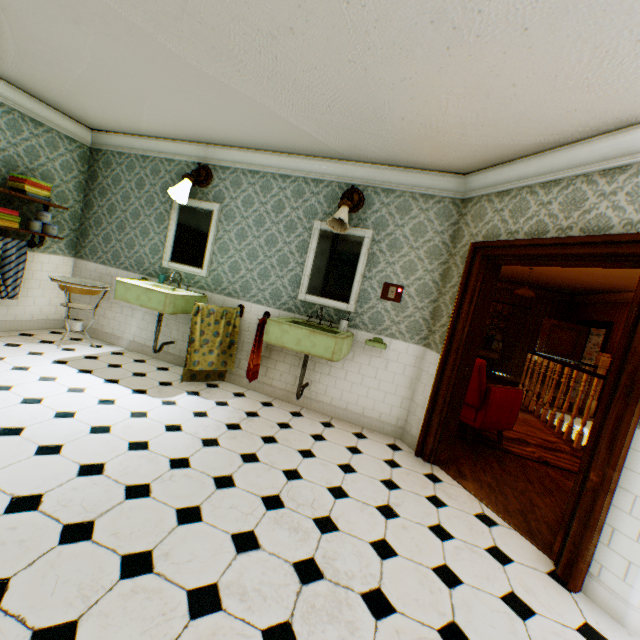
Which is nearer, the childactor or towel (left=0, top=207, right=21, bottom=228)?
towel (left=0, top=207, right=21, bottom=228)

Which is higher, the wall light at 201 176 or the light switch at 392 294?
the wall light at 201 176

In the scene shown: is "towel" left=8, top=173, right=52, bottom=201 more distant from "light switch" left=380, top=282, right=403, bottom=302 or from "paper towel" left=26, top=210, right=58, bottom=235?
"light switch" left=380, top=282, right=403, bottom=302

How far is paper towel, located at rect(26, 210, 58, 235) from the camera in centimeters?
429cm

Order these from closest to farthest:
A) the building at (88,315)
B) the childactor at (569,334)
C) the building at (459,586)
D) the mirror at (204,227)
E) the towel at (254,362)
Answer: the building at (459,586) → the towel at (254,362) → the mirror at (204,227) → the building at (88,315) → the childactor at (569,334)

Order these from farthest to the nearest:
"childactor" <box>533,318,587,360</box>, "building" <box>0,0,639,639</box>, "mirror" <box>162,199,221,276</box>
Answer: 1. "childactor" <box>533,318,587,360</box>
2. "mirror" <box>162,199,221,276</box>
3. "building" <box>0,0,639,639</box>

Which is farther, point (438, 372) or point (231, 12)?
point (438, 372)

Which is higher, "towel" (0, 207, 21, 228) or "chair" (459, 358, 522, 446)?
"towel" (0, 207, 21, 228)
